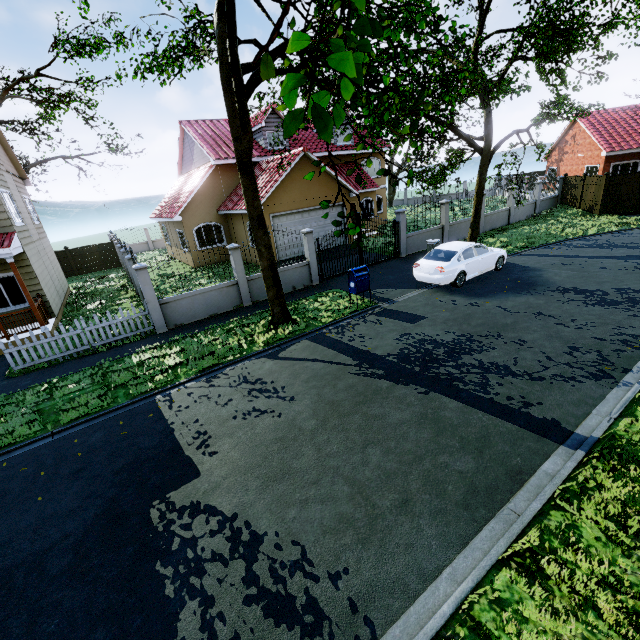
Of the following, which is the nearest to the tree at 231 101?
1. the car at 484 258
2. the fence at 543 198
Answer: the fence at 543 198

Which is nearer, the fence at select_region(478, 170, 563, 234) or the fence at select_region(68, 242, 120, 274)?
the fence at select_region(478, 170, 563, 234)

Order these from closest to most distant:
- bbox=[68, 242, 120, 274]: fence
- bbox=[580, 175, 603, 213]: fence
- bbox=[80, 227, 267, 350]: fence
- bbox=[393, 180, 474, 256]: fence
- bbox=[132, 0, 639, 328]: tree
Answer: bbox=[132, 0, 639, 328]: tree, bbox=[80, 227, 267, 350]: fence, bbox=[393, 180, 474, 256]: fence, bbox=[580, 175, 603, 213]: fence, bbox=[68, 242, 120, 274]: fence

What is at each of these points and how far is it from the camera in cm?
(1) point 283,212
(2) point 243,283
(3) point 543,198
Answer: (1) garage door, 1769
(2) fence, 1284
(3) fence, 2486

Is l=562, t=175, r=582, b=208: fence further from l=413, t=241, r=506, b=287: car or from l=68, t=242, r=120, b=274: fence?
l=413, t=241, r=506, b=287: car

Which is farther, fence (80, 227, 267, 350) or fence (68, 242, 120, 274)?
fence (68, 242, 120, 274)

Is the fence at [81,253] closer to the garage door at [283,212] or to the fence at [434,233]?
the fence at [434,233]
